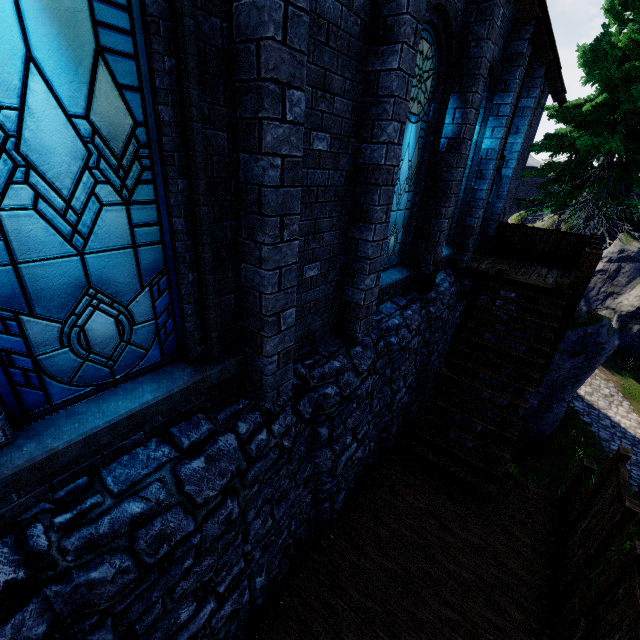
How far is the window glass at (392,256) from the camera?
4.90m

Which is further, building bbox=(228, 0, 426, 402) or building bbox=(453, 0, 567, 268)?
building bbox=(453, 0, 567, 268)

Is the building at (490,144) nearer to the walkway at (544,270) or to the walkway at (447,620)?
the walkway at (544,270)

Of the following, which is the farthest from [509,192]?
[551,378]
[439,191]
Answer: [439,191]

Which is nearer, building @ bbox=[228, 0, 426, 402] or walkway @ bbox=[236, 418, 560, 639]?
building @ bbox=[228, 0, 426, 402]

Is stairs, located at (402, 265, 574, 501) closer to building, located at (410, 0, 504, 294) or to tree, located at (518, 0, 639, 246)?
building, located at (410, 0, 504, 294)

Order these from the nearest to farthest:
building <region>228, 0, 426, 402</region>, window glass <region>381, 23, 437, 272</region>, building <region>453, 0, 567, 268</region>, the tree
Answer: building <region>228, 0, 426, 402</region>
window glass <region>381, 23, 437, 272</region>
building <region>453, 0, 567, 268</region>
the tree

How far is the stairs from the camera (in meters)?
6.29
